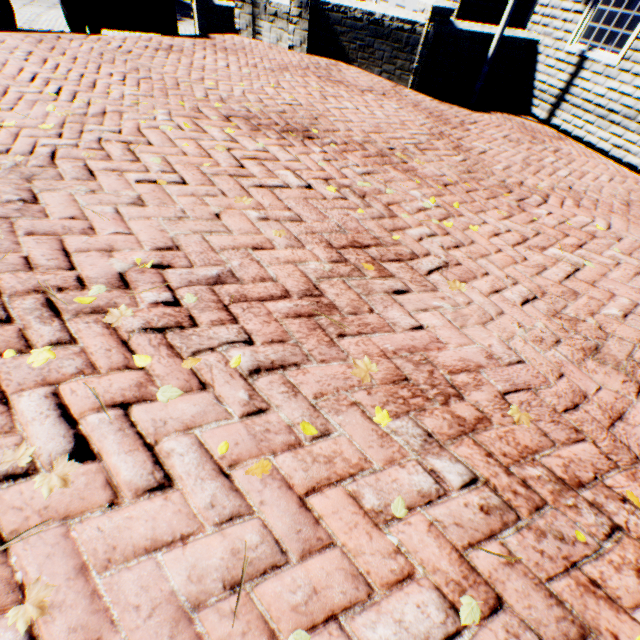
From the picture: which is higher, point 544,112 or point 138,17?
point 138,17

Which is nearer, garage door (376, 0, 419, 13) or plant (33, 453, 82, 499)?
plant (33, 453, 82, 499)

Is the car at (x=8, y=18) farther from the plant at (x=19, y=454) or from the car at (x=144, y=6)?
the plant at (x=19, y=454)

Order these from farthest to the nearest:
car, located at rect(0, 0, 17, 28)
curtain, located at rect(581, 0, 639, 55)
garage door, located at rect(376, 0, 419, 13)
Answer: garage door, located at rect(376, 0, 419, 13) < car, located at rect(0, 0, 17, 28) < curtain, located at rect(581, 0, 639, 55)

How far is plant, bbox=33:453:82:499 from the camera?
1.14m

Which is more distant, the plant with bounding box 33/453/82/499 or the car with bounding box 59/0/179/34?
the car with bounding box 59/0/179/34

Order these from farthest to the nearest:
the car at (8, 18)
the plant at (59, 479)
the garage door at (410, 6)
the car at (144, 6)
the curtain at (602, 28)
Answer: the garage door at (410, 6)
the car at (8, 18)
the car at (144, 6)
the curtain at (602, 28)
the plant at (59, 479)

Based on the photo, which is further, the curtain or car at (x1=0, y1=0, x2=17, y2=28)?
car at (x1=0, y1=0, x2=17, y2=28)
